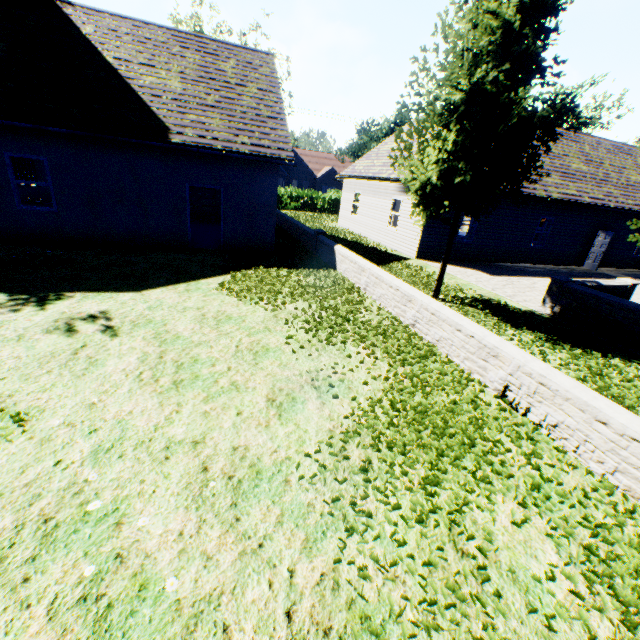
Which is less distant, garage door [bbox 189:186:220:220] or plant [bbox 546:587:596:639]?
plant [bbox 546:587:596:639]

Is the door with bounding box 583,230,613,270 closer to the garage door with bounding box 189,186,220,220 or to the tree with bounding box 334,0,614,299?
the tree with bounding box 334,0,614,299

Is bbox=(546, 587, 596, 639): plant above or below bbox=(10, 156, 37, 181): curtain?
below

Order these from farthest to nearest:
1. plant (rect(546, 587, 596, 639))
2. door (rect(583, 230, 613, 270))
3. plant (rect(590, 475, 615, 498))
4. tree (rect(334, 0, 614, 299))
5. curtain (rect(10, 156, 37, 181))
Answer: door (rect(583, 230, 613, 270)), curtain (rect(10, 156, 37, 181)), tree (rect(334, 0, 614, 299)), plant (rect(590, 475, 615, 498)), plant (rect(546, 587, 596, 639))

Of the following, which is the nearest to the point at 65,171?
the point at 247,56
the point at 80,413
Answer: the point at 247,56

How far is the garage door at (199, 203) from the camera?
18.0 meters

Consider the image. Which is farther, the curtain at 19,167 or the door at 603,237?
the door at 603,237

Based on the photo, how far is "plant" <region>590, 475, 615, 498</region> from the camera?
3.60m
